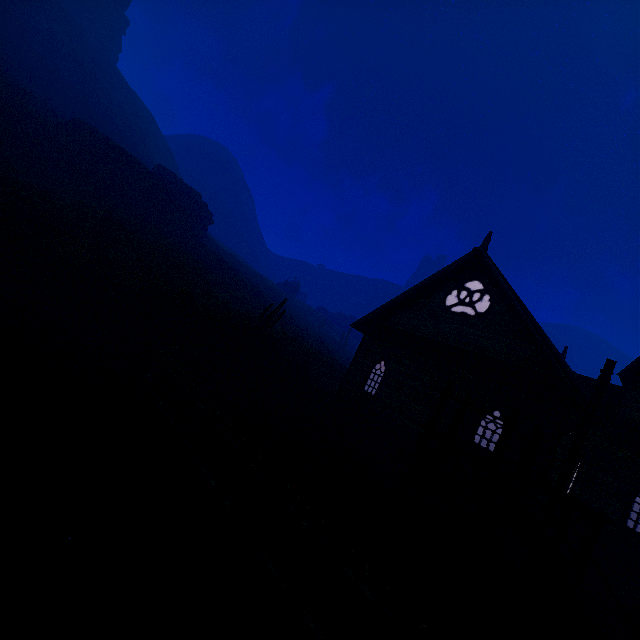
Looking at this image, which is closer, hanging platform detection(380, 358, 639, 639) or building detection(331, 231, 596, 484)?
hanging platform detection(380, 358, 639, 639)

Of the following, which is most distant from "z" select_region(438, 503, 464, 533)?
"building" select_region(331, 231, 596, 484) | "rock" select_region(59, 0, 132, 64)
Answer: "rock" select_region(59, 0, 132, 64)

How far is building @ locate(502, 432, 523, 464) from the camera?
11.12m

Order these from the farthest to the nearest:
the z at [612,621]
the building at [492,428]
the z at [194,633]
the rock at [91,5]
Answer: the rock at [91,5], the building at [492,428], the z at [612,621], the z at [194,633]

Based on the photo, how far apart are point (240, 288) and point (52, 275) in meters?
21.0 m

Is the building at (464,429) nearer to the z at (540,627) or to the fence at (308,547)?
the z at (540,627)

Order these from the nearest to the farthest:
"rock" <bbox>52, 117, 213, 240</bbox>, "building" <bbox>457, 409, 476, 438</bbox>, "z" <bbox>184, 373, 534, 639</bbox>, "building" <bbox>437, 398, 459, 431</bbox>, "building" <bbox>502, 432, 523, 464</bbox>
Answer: "z" <bbox>184, 373, 534, 639</bbox>
"building" <bbox>502, 432, 523, 464</bbox>
"building" <bbox>457, 409, 476, 438</bbox>
"building" <bbox>437, 398, 459, 431</bbox>
"rock" <bbox>52, 117, 213, 240</bbox>

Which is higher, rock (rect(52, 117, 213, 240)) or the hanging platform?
rock (rect(52, 117, 213, 240))
